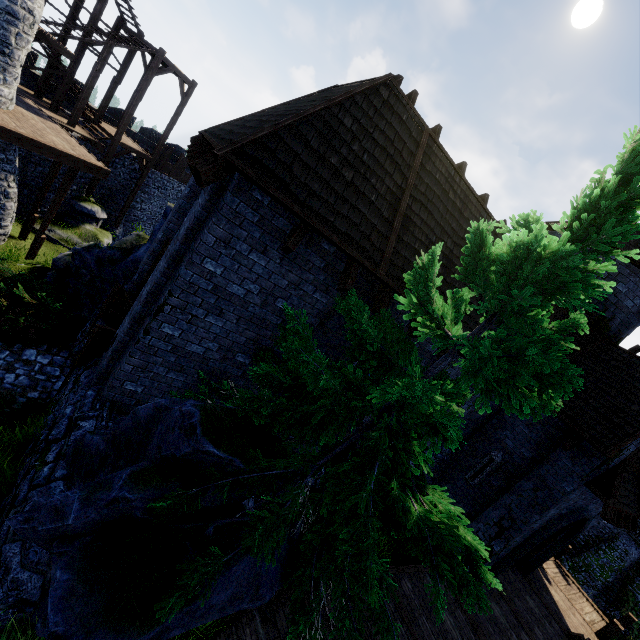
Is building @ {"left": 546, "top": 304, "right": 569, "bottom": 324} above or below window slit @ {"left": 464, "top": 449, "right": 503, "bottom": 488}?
above

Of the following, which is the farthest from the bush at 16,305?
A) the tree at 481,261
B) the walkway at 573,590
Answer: the walkway at 573,590

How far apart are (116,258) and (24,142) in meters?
6.8 m

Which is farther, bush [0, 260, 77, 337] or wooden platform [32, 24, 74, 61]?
wooden platform [32, 24, 74, 61]

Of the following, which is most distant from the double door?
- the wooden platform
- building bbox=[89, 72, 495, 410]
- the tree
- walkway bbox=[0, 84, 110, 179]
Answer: the wooden platform

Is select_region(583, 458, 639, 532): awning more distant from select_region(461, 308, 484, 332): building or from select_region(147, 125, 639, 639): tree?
select_region(147, 125, 639, 639): tree

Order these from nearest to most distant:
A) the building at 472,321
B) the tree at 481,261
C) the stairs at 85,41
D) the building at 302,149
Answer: the tree at 481,261, the building at 302,149, the building at 472,321, the stairs at 85,41

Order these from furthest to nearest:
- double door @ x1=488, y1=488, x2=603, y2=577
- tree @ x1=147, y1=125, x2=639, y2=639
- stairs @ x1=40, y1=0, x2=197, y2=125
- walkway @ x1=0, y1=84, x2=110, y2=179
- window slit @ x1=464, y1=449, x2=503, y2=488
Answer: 1. stairs @ x1=40, y1=0, x2=197, y2=125
2. walkway @ x1=0, y1=84, x2=110, y2=179
3. window slit @ x1=464, y1=449, x2=503, y2=488
4. double door @ x1=488, y1=488, x2=603, y2=577
5. tree @ x1=147, y1=125, x2=639, y2=639
